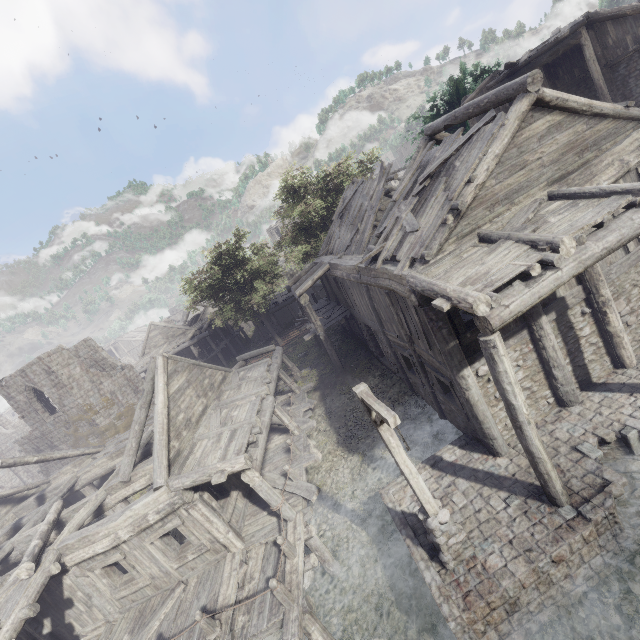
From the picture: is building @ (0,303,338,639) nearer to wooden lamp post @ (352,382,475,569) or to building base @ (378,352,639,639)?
building base @ (378,352,639,639)

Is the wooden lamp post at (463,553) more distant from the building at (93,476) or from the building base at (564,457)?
the building at (93,476)

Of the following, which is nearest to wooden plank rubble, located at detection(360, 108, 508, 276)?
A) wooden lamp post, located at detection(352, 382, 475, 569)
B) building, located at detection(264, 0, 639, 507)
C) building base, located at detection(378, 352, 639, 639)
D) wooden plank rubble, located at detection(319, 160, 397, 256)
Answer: building, located at detection(264, 0, 639, 507)

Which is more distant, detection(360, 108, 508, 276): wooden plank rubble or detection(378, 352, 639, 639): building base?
detection(360, 108, 508, 276): wooden plank rubble

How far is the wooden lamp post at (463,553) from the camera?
5.9 meters

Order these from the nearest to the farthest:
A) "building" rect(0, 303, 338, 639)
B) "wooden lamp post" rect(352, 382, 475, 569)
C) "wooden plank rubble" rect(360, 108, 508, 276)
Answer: "wooden lamp post" rect(352, 382, 475, 569), "wooden plank rubble" rect(360, 108, 508, 276), "building" rect(0, 303, 338, 639)

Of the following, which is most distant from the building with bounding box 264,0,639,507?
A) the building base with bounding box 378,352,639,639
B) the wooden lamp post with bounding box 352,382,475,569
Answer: the wooden lamp post with bounding box 352,382,475,569

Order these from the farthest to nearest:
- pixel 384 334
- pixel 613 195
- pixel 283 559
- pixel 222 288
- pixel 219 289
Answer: pixel 219 289 < pixel 222 288 < pixel 384 334 < pixel 283 559 < pixel 613 195
